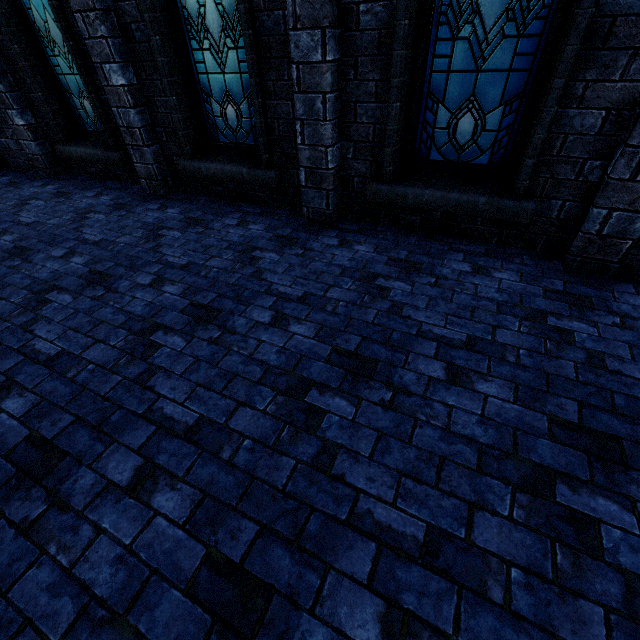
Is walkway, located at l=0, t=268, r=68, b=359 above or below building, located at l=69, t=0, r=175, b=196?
below

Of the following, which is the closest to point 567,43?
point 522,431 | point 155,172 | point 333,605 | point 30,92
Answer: point 522,431

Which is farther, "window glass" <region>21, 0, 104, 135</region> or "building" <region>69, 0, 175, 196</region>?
"window glass" <region>21, 0, 104, 135</region>

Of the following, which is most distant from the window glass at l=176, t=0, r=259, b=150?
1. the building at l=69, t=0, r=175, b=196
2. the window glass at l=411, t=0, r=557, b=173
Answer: the window glass at l=411, t=0, r=557, b=173

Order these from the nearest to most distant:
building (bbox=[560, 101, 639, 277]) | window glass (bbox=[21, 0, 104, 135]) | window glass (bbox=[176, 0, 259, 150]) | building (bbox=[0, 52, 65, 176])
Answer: building (bbox=[560, 101, 639, 277]) < window glass (bbox=[176, 0, 259, 150]) < window glass (bbox=[21, 0, 104, 135]) < building (bbox=[0, 52, 65, 176])

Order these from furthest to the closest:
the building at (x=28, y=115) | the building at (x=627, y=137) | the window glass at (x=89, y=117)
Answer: the building at (x=28, y=115), the window glass at (x=89, y=117), the building at (x=627, y=137)

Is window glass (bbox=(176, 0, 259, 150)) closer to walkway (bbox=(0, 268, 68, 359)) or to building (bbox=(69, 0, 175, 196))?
building (bbox=(69, 0, 175, 196))

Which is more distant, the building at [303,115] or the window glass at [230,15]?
the window glass at [230,15]
